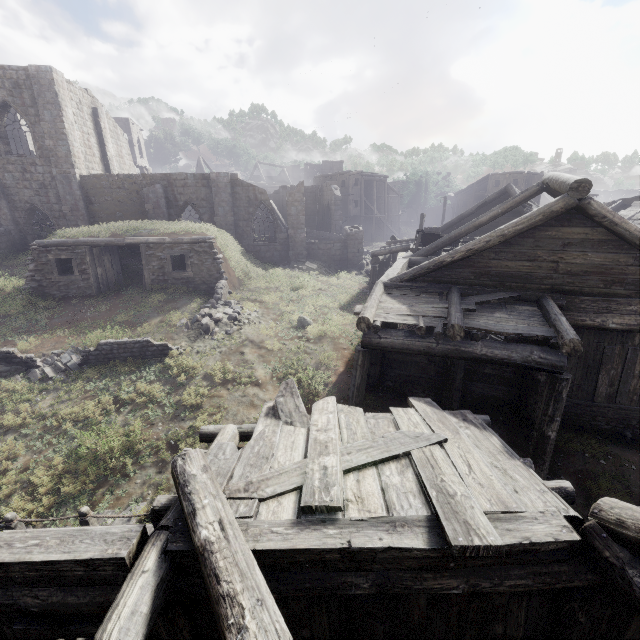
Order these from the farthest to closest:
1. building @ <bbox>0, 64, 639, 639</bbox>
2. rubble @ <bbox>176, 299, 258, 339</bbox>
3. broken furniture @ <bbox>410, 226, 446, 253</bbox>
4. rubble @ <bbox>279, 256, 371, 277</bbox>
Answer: rubble @ <bbox>279, 256, 371, 277</bbox> < broken furniture @ <bbox>410, 226, 446, 253</bbox> < rubble @ <bbox>176, 299, 258, 339</bbox> < building @ <bbox>0, 64, 639, 639</bbox>

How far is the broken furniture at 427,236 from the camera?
14.4 meters

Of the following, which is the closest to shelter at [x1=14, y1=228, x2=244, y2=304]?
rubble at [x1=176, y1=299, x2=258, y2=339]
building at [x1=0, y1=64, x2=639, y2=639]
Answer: building at [x1=0, y1=64, x2=639, y2=639]

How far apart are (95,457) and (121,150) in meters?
30.5 m

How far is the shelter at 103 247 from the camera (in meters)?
15.77

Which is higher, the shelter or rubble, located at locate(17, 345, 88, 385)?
the shelter

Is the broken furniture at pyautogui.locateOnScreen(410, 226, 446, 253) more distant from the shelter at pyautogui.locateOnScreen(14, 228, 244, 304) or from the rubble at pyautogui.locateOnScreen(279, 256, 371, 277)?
the shelter at pyautogui.locateOnScreen(14, 228, 244, 304)

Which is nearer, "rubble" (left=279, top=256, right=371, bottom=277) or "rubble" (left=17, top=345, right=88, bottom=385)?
"rubble" (left=17, top=345, right=88, bottom=385)
